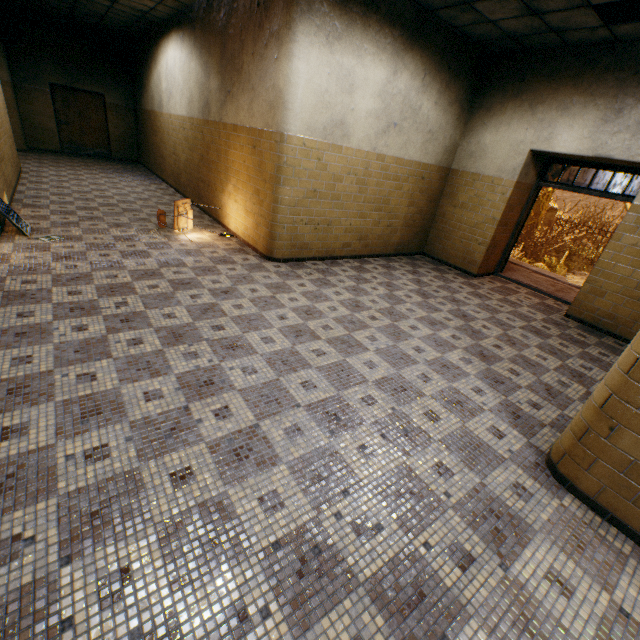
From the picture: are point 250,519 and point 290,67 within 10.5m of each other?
yes

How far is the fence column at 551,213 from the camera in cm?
1973

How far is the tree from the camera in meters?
16.5 m

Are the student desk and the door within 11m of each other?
yes

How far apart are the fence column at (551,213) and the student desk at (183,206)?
21.59m

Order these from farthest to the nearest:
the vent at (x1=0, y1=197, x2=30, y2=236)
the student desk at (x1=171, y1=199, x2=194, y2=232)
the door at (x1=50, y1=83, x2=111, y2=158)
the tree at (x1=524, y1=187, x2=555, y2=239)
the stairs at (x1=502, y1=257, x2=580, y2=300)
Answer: the tree at (x1=524, y1=187, x2=555, y2=239)
the door at (x1=50, y1=83, x2=111, y2=158)
the stairs at (x1=502, y1=257, x2=580, y2=300)
the student desk at (x1=171, y1=199, x2=194, y2=232)
the vent at (x1=0, y1=197, x2=30, y2=236)

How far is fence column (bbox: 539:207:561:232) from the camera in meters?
19.7 m

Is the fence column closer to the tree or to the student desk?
the tree
